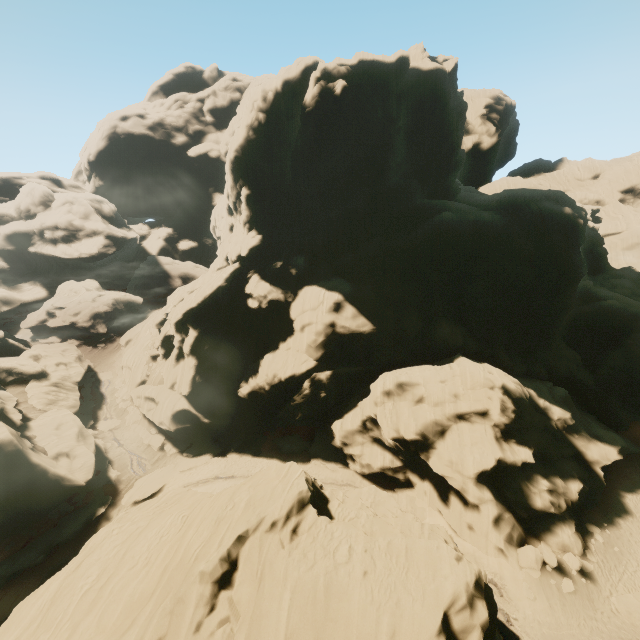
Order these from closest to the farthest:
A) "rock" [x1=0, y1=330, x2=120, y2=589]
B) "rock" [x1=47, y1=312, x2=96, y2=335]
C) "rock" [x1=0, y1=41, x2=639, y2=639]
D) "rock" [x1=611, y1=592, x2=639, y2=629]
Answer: "rock" [x1=0, y1=41, x2=639, y2=639] → "rock" [x1=611, y1=592, x2=639, y2=629] → "rock" [x1=0, y1=330, x2=120, y2=589] → "rock" [x1=47, y1=312, x2=96, y2=335]

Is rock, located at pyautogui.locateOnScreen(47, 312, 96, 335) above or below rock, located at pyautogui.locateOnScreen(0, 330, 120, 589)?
above

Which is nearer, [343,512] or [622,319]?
[343,512]

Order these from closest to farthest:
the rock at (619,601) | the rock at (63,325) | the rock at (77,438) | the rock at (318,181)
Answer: the rock at (318,181)
the rock at (619,601)
the rock at (77,438)
the rock at (63,325)

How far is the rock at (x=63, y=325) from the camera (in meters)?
59.04

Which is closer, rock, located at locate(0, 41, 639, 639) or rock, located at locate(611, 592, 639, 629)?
rock, located at locate(0, 41, 639, 639)

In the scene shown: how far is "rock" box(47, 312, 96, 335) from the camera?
59.0 meters
